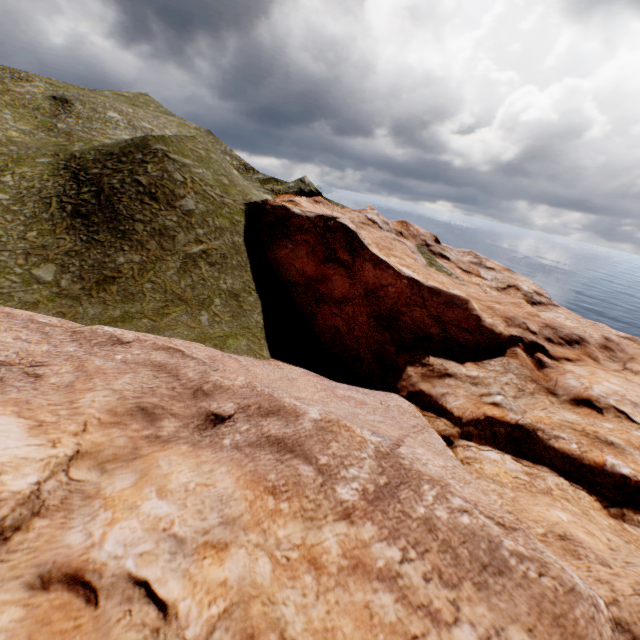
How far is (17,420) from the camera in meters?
11.4
